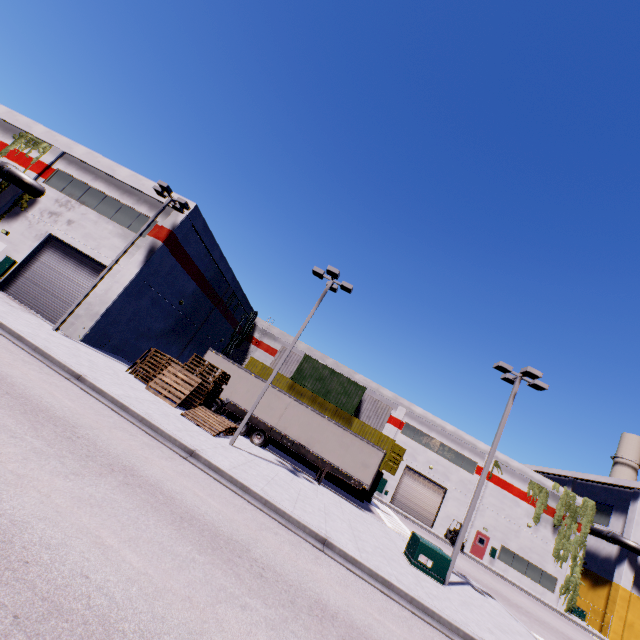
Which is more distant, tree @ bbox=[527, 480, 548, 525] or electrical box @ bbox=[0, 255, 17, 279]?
tree @ bbox=[527, 480, 548, 525]

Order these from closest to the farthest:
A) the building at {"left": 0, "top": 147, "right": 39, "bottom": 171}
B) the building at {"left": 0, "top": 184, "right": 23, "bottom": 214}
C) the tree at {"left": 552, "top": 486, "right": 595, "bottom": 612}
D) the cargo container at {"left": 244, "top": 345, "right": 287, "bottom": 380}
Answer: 1. the building at {"left": 0, "top": 184, "right": 23, "bottom": 214}
2. the building at {"left": 0, "top": 147, "right": 39, "bottom": 171}
3. the cargo container at {"left": 244, "top": 345, "right": 287, "bottom": 380}
4. the tree at {"left": 552, "top": 486, "right": 595, "bottom": 612}

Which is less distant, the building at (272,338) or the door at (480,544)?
the door at (480,544)

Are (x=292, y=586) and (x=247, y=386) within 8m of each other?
no

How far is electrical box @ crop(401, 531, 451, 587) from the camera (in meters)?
12.70

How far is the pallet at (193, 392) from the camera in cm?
1574

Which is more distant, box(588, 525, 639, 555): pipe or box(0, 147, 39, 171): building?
box(588, 525, 639, 555): pipe

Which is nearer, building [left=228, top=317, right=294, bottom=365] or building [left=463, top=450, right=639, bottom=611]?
building [left=463, top=450, right=639, bottom=611]
